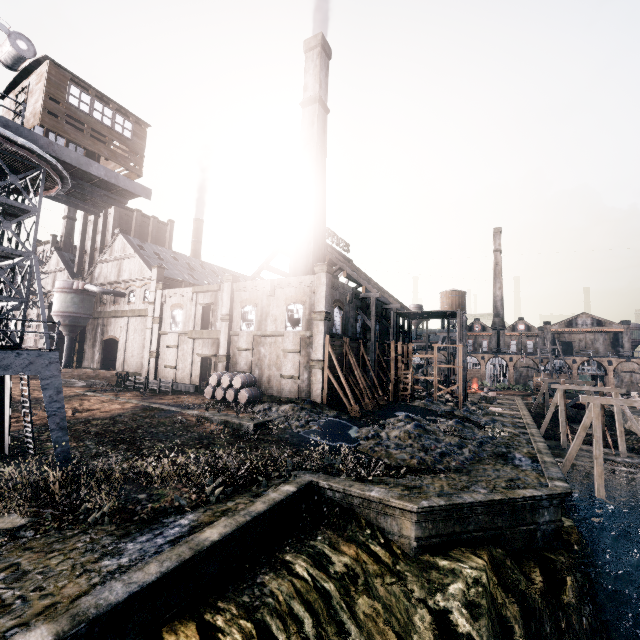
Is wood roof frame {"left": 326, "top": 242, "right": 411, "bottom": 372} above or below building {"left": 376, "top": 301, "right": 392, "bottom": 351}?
above

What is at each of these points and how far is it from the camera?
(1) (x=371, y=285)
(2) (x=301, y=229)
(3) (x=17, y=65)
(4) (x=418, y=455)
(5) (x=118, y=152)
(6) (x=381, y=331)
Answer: (1) wood roof frame, 46.6m
(2) chimney, 37.5m
(3) crane, 15.2m
(4) stone debris, 19.5m
(5) building, 16.5m
(6) building, 45.3m

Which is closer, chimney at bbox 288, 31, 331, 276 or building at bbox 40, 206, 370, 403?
building at bbox 40, 206, 370, 403

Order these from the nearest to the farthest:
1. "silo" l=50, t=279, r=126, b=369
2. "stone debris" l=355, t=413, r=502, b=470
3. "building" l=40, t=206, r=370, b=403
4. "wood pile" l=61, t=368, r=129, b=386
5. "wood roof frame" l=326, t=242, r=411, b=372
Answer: "stone debris" l=355, t=413, r=502, b=470
"building" l=40, t=206, r=370, b=403
"wood roof frame" l=326, t=242, r=411, b=372
"wood pile" l=61, t=368, r=129, b=386
"silo" l=50, t=279, r=126, b=369

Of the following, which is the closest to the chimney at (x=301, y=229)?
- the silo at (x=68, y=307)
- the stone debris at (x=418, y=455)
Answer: the stone debris at (x=418, y=455)

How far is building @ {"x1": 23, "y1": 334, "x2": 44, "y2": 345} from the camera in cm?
4744

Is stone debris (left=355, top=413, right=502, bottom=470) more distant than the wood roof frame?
No

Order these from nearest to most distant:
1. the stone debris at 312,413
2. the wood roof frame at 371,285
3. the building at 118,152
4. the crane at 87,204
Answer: the crane at 87,204
the building at 118,152
the stone debris at 312,413
the wood roof frame at 371,285
